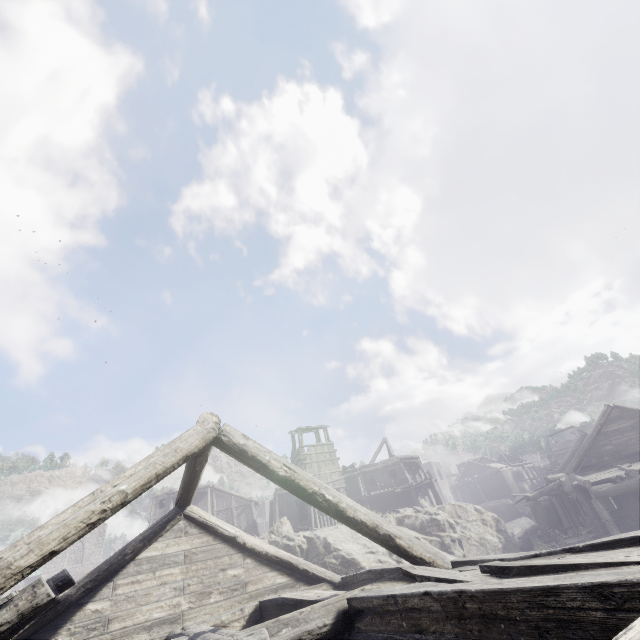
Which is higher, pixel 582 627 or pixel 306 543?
pixel 306 543

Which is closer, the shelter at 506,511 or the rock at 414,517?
the rock at 414,517

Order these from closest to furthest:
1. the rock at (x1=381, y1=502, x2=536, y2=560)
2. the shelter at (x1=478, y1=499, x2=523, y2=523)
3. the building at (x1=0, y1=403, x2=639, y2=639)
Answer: the building at (x1=0, y1=403, x2=639, y2=639), the rock at (x1=381, y1=502, x2=536, y2=560), the shelter at (x1=478, y1=499, x2=523, y2=523)

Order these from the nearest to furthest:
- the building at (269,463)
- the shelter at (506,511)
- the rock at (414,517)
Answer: the building at (269,463), the rock at (414,517), the shelter at (506,511)

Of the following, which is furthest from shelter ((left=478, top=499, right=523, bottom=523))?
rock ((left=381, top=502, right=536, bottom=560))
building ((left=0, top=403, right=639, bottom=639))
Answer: building ((left=0, top=403, right=639, bottom=639))

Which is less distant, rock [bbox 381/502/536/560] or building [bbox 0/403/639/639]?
building [bbox 0/403/639/639]
